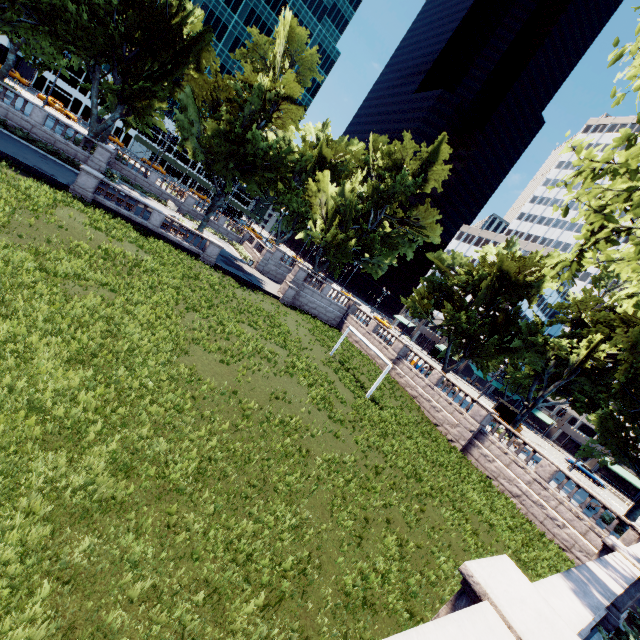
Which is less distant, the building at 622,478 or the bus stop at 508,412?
the bus stop at 508,412

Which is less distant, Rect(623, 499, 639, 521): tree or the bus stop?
Rect(623, 499, 639, 521): tree

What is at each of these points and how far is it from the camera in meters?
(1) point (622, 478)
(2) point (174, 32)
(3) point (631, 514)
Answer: (1) building, 58.8
(2) tree, 29.0
(3) tree, 23.5

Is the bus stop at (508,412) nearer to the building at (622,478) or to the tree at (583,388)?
the building at (622,478)

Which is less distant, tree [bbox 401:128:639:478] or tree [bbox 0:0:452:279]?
tree [bbox 401:128:639:478]

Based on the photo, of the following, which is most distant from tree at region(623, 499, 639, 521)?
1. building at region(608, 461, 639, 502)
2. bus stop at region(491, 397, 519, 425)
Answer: bus stop at region(491, 397, 519, 425)
